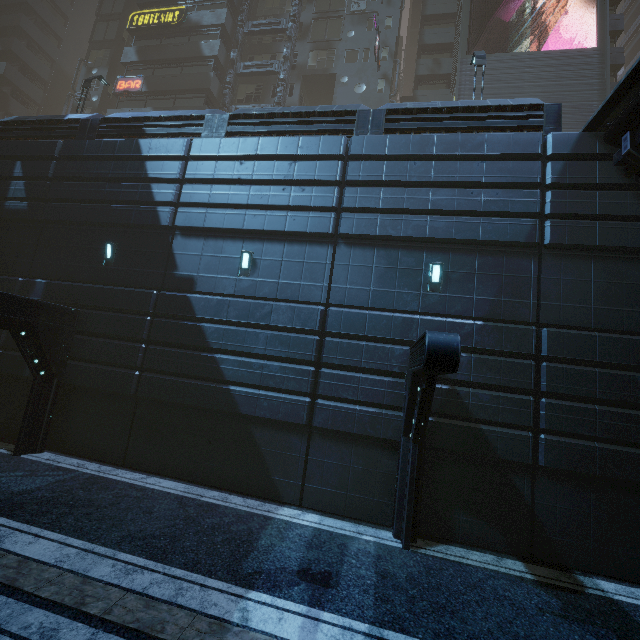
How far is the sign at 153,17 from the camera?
26.39m

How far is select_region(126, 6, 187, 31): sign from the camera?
26.4 meters

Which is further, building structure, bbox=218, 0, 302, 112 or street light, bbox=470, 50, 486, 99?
building structure, bbox=218, 0, 302, 112

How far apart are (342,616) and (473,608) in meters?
2.6

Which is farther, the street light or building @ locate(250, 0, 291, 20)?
building @ locate(250, 0, 291, 20)

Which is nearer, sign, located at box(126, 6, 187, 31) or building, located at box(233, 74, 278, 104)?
sign, located at box(126, 6, 187, 31)

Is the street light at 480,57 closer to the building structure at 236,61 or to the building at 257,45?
the building at 257,45

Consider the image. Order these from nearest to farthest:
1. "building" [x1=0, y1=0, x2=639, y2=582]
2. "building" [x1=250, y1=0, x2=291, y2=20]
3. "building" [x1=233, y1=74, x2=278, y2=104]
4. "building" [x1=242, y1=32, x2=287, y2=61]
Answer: "building" [x1=0, y1=0, x2=639, y2=582] < "building" [x1=233, y1=74, x2=278, y2=104] < "building" [x1=242, y1=32, x2=287, y2=61] < "building" [x1=250, y1=0, x2=291, y2=20]
